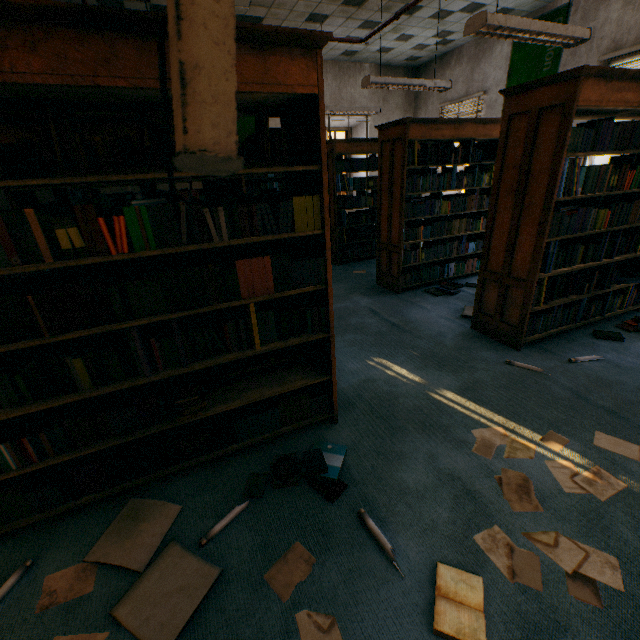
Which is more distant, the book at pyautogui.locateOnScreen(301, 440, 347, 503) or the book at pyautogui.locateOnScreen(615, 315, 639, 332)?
the book at pyautogui.locateOnScreen(615, 315, 639, 332)

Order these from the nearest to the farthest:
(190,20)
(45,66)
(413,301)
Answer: (190,20), (45,66), (413,301)

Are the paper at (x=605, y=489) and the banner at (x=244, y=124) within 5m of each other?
no

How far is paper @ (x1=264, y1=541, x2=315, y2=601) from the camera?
1.41m

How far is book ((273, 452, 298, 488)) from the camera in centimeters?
186cm

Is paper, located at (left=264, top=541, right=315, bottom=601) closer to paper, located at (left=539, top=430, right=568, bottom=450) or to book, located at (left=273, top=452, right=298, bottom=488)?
book, located at (left=273, top=452, right=298, bottom=488)

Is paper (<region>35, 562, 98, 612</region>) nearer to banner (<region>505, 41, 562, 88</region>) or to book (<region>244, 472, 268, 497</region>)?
book (<region>244, 472, 268, 497</region>)

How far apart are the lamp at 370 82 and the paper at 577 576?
4.8m
